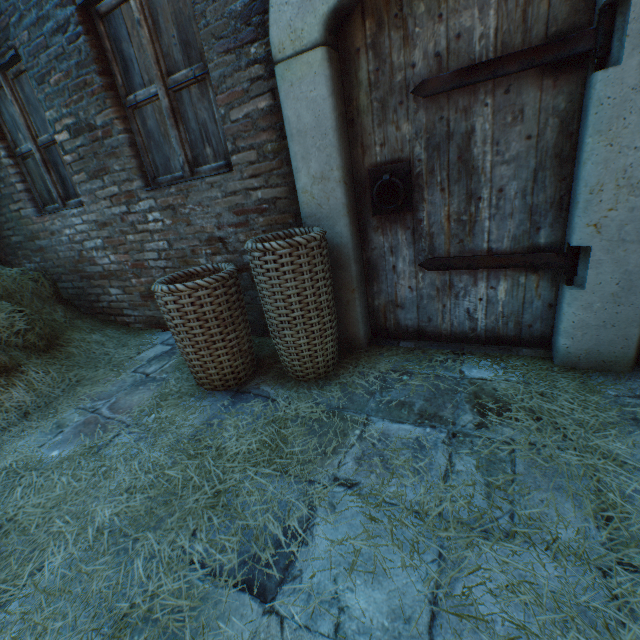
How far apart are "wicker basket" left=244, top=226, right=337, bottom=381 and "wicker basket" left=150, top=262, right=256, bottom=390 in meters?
0.1

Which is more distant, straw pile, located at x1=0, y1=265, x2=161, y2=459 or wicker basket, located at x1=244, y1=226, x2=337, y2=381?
straw pile, located at x1=0, y1=265, x2=161, y2=459

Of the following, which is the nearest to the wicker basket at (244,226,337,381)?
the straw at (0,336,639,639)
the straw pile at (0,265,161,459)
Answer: the straw at (0,336,639,639)

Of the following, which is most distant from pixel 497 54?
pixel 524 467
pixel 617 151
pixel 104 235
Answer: pixel 104 235

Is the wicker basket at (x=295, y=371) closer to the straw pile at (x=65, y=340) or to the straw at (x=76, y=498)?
the straw at (x=76, y=498)

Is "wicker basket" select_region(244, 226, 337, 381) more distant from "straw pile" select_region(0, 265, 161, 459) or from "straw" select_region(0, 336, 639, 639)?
"straw pile" select_region(0, 265, 161, 459)

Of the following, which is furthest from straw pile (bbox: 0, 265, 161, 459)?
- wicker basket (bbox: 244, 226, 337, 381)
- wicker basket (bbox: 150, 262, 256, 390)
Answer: wicker basket (bbox: 244, 226, 337, 381)

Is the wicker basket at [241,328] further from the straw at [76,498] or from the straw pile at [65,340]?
the straw pile at [65,340]
